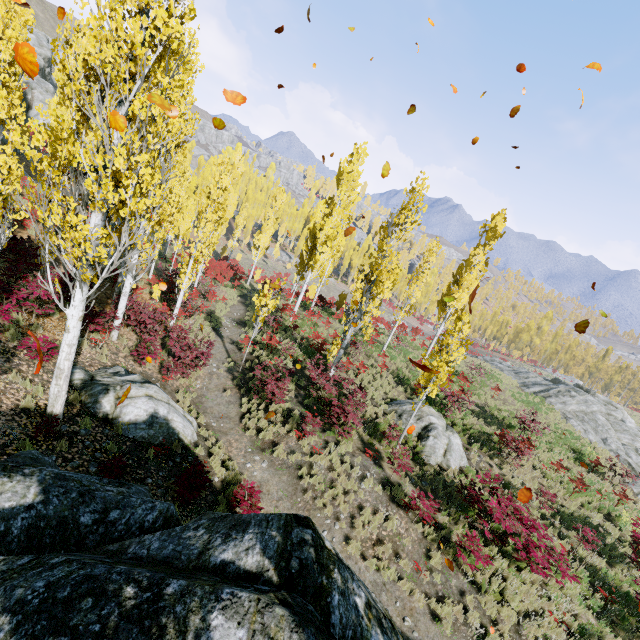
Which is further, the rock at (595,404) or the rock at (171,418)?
the rock at (595,404)

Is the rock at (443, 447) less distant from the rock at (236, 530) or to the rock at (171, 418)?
the rock at (236, 530)

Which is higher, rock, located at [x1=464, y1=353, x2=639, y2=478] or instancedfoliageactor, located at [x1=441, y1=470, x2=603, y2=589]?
rock, located at [x1=464, y1=353, x2=639, y2=478]

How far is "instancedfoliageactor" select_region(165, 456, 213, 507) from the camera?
7.27m

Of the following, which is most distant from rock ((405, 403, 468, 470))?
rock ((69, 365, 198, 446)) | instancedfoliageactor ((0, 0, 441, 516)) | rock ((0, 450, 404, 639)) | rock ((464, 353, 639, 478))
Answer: rock ((464, 353, 639, 478))

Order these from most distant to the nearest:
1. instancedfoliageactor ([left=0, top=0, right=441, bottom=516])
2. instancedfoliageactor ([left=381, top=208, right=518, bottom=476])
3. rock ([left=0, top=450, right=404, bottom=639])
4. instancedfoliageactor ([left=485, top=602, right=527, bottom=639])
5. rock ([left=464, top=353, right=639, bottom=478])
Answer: rock ([left=464, top=353, right=639, bottom=478])
instancedfoliageactor ([left=381, top=208, right=518, bottom=476])
instancedfoliageactor ([left=485, top=602, right=527, bottom=639])
instancedfoliageactor ([left=0, top=0, right=441, bottom=516])
rock ([left=0, top=450, right=404, bottom=639])

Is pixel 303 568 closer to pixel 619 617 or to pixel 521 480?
pixel 619 617

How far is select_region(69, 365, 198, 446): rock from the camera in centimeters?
876cm
